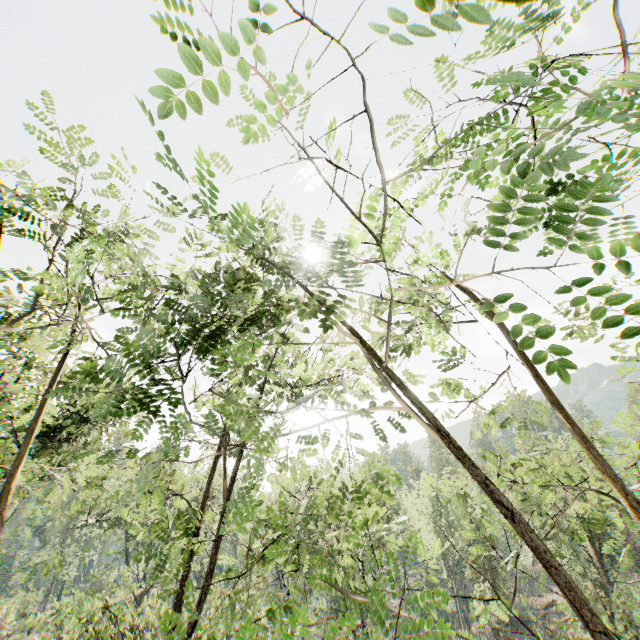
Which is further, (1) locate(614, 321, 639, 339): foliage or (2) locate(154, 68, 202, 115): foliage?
(1) locate(614, 321, 639, 339): foliage

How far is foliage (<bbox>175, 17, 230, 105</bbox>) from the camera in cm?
101

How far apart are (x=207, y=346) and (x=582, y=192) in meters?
5.2 m

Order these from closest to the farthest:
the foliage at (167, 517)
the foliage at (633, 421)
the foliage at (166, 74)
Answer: the foliage at (166, 74), the foliage at (167, 517), the foliage at (633, 421)

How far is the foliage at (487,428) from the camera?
6.0m
